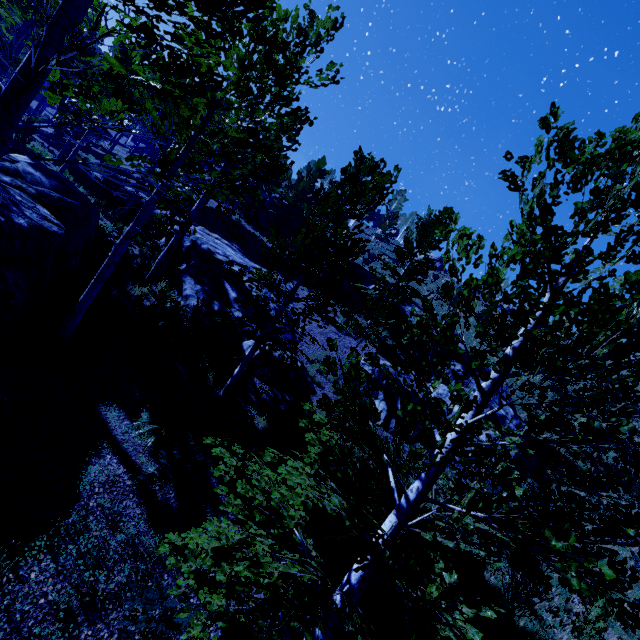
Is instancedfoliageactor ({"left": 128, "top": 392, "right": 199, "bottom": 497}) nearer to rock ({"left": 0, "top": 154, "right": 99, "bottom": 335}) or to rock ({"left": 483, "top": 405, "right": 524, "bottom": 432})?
rock ({"left": 0, "top": 154, "right": 99, "bottom": 335})

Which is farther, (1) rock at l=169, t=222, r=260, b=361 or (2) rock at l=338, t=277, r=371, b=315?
(2) rock at l=338, t=277, r=371, b=315

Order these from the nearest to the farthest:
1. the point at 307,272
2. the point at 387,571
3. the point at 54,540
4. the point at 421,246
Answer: the point at 387,571 → the point at 54,540 → the point at 307,272 → the point at 421,246

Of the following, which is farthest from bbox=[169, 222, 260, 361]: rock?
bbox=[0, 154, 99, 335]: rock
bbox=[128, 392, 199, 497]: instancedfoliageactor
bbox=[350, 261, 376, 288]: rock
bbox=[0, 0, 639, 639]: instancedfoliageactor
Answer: bbox=[128, 392, 199, 497]: instancedfoliageactor

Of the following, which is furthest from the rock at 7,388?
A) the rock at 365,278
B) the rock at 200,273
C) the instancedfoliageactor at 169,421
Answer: the rock at 365,278

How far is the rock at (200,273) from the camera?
12.17m

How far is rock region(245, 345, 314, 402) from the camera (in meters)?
12.18

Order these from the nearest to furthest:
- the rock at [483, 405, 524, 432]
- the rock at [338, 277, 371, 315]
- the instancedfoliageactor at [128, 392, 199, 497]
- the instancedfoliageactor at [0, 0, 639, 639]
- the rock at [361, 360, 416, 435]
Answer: the instancedfoliageactor at [0, 0, 639, 639], the instancedfoliageactor at [128, 392, 199, 497], the rock at [361, 360, 416, 435], the rock at [483, 405, 524, 432], the rock at [338, 277, 371, 315]
